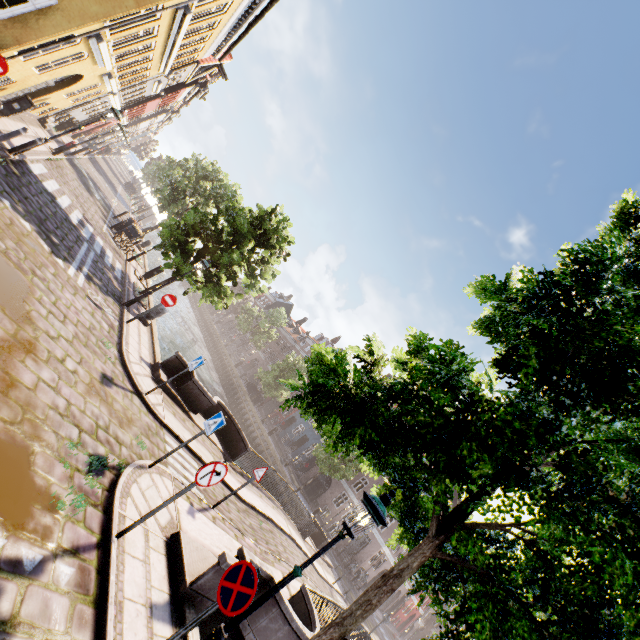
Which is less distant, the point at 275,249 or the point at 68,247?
the point at 68,247

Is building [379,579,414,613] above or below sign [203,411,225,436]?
above

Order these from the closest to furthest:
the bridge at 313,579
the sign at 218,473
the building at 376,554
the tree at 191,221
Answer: the sign at 218,473
the bridge at 313,579
the tree at 191,221
the building at 376,554

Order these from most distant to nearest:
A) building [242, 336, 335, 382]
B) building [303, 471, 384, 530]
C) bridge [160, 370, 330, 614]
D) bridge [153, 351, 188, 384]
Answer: building [242, 336, 335, 382] → building [303, 471, 384, 530] → bridge [153, 351, 188, 384] → bridge [160, 370, 330, 614]

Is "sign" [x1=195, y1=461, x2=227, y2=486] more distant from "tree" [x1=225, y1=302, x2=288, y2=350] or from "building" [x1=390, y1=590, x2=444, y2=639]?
"building" [x1=390, y1=590, x2=444, y2=639]

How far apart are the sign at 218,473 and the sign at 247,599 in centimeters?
157cm

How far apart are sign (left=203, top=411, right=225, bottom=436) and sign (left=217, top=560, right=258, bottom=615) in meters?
3.6

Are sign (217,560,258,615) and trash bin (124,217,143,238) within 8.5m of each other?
no
